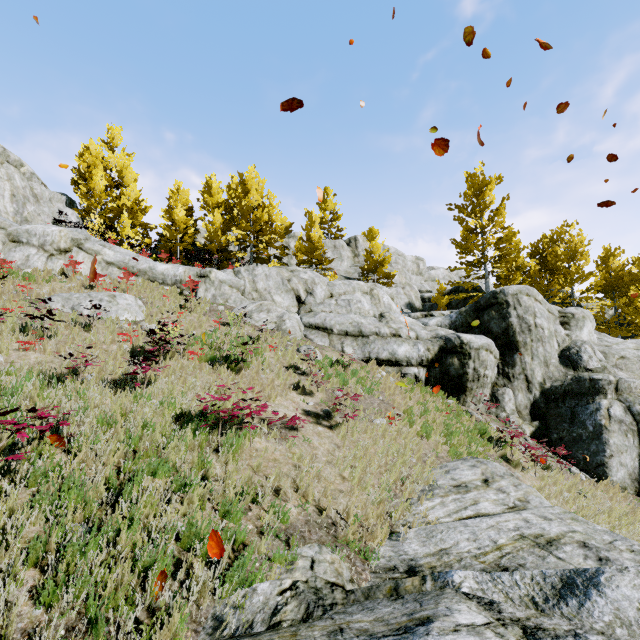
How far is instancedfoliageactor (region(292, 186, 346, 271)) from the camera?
26.4m

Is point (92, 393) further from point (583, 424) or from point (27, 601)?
point (583, 424)

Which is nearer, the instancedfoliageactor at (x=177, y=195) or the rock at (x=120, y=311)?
the rock at (x=120, y=311)

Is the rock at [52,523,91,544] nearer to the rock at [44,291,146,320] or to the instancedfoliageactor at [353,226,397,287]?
the instancedfoliageactor at [353,226,397,287]

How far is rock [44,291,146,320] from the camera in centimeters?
1136cm

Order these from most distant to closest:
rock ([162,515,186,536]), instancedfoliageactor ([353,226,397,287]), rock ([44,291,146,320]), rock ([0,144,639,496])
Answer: instancedfoliageactor ([353,226,397,287]), rock ([0,144,639,496]), rock ([44,291,146,320]), rock ([162,515,186,536])

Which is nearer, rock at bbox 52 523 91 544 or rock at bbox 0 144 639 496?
rock at bbox 52 523 91 544

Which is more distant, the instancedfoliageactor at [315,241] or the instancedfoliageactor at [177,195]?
the instancedfoliageactor at [315,241]
